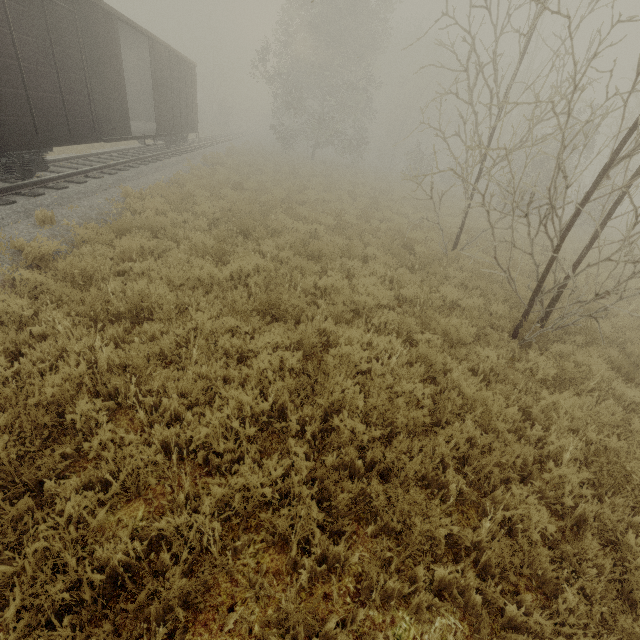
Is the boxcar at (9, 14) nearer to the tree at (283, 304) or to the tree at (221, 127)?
the tree at (283, 304)

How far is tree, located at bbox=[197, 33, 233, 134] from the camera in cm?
4378

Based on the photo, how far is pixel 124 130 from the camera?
11.6 meters

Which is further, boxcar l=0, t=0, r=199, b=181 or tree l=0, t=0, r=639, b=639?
boxcar l=0, t=0, r=199, b=181

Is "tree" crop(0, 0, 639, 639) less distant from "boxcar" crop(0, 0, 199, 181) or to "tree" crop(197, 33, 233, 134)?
→ "boxcar" crop(0, 0, 199, 181)
